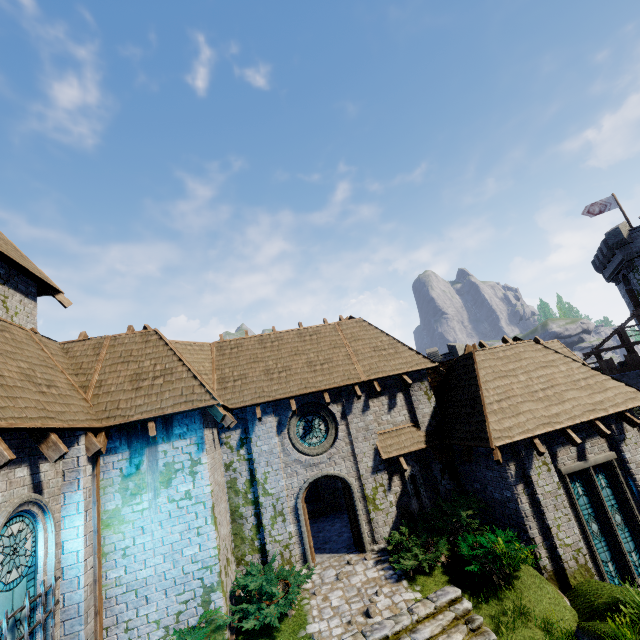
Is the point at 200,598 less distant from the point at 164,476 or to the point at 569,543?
the point at 164,476

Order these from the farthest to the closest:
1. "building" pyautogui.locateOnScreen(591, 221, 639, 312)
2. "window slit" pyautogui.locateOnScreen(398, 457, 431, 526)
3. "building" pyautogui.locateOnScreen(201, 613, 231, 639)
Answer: "building" pyautogui.locateOnScreen(591, 221, 639, 312) < "window slit" pyautogui.locateOnScreen(398, 457, 431, 526) < "building" pyautogui.locateOnScreen(201, 613, 231, 639)

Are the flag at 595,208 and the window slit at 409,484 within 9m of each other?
no

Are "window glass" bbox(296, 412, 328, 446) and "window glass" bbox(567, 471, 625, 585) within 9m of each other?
yes

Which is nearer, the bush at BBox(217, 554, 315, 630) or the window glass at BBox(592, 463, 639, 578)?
the bush at BBox(217, 554, 315, 630)

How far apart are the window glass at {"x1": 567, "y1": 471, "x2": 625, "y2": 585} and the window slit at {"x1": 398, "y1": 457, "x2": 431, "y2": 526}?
4.5m

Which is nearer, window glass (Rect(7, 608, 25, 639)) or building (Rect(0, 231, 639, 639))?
window glass (Rect(7, 608, 25, 639))

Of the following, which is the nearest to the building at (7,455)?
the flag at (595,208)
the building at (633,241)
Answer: the building at (633,241)
